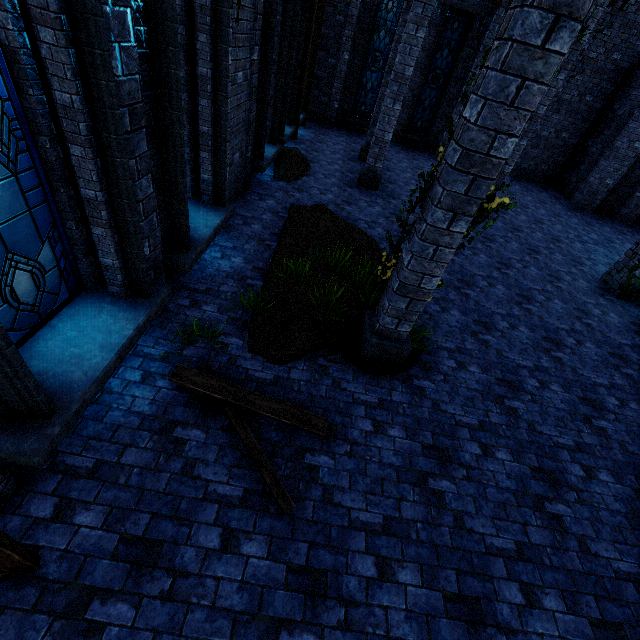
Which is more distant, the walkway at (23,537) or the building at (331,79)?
the building at (331,79)

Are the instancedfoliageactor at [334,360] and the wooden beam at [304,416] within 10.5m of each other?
yes

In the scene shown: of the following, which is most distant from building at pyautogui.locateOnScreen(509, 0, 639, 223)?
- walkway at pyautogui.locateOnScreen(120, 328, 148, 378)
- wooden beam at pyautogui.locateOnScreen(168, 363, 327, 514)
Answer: wooden beam at pyautogui.locateOnScreen(168, 363, 327, 514)

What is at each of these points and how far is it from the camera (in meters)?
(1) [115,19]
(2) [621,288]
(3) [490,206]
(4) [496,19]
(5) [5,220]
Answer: (1) building, 2.78
(2) building, 8.66
(3) ivy, 3.61
(4) building, 13.49
(5) window glass, 2.71

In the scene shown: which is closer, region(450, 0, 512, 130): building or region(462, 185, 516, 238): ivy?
region(462, 185, 516, 238): ivy

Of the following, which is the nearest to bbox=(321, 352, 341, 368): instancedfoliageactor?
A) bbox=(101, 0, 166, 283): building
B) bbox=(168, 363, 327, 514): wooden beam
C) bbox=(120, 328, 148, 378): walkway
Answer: bbox=(168, 363, 327, 514): wooden beam

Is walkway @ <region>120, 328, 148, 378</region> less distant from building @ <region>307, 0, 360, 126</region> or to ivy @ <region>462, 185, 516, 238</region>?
building @ <region>307, 0, 360, 126</region>

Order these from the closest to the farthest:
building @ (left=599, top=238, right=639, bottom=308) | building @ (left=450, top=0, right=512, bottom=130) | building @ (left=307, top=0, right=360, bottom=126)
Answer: building @ (left=599, top=238, right=639, bottom=308), building @ (left=450, top=0, right=512, bottom=130), building @ (left=307, top=0, right=360, bottom=126)
